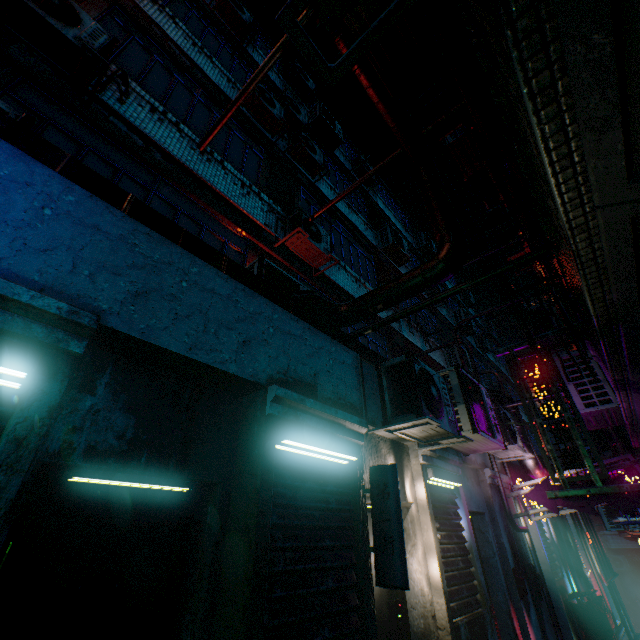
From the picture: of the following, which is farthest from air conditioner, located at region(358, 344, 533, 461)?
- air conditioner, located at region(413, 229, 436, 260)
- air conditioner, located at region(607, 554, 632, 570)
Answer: air conditioner, located at region(607, 554, 632, 570)

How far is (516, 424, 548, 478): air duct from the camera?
5.9 meters

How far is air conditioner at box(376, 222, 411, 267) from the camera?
10.4m

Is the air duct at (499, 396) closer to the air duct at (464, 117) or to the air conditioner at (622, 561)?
the air duct at (464, 117)

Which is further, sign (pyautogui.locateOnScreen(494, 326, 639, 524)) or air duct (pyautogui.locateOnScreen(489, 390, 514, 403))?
air duct (pyautogui.locateOnScreen(489, 390, 514, 403))

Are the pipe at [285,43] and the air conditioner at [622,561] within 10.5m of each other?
no

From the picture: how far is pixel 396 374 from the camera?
3.4m

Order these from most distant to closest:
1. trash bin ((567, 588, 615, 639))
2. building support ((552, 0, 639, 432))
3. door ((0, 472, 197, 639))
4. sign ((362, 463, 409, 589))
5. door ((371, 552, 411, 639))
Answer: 1. trash bin ((567, 588, 615, 639))
2. door ((371, 552, 411, 639))
3. sign ((362, 463, 409, 589))
4. door ((0, 472, 197, 639))
5. building support ((552, 0, 639, 432))
